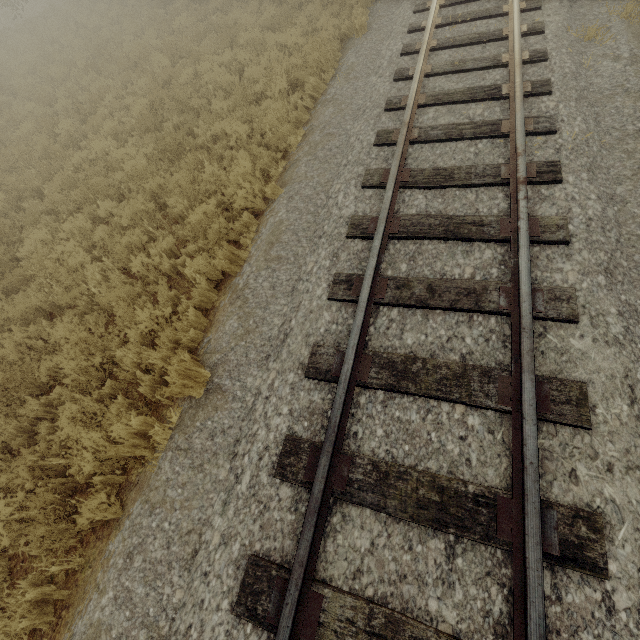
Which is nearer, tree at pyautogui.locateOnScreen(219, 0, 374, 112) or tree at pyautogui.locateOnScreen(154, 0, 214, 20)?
tree at pyautogui.locateOnScreen(219, 0, 374, 112)

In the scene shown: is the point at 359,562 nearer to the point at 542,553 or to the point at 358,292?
the point at 542,553

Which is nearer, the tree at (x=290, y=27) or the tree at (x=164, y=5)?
the tree at (x=290, y=27)
